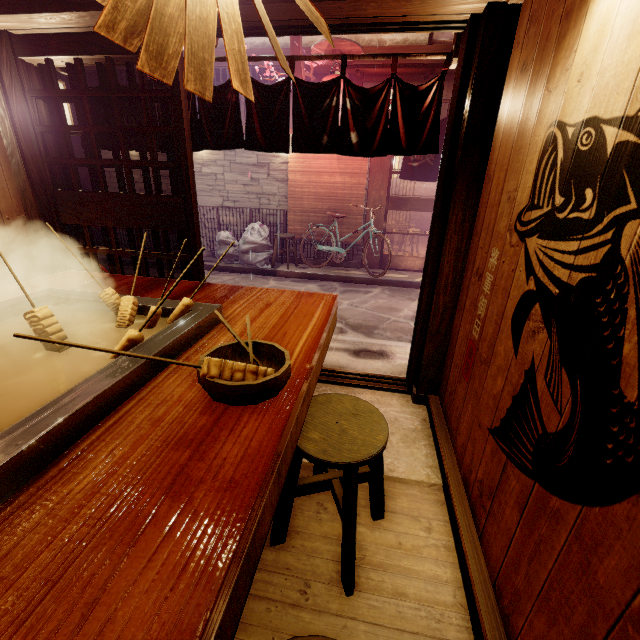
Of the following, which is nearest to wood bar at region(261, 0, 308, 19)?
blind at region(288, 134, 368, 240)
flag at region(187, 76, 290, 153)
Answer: flag at region(187, 76, 290, 153)

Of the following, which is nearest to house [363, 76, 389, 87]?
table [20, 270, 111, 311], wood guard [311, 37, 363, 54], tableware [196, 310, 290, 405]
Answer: wood guard [311, 37, 363, 54]

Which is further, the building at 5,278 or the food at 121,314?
the building at 5,278

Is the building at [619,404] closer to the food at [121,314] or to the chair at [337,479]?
the chair at [337,479]

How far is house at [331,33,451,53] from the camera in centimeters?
1128cm

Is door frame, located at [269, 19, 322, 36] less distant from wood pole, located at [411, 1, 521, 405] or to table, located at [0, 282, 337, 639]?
wood pole, located at [411, 1, 521, 405]

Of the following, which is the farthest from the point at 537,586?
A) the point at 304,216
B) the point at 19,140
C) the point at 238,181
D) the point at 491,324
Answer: the point at 238,181

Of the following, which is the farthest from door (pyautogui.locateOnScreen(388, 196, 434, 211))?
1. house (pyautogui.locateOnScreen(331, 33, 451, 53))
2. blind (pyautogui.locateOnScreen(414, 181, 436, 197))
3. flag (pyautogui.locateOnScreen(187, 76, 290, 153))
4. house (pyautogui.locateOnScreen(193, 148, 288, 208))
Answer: blind (pyautogui.locateOnScreen(414, 181, 436, 197))
